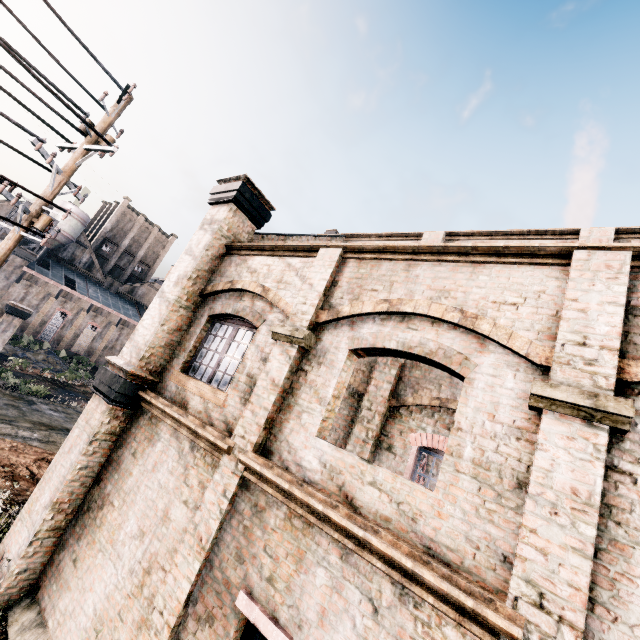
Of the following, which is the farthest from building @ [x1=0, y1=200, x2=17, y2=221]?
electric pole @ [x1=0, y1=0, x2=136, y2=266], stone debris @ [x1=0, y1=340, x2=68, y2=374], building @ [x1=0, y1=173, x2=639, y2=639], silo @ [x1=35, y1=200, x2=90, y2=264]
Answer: electric pole @ [x1=0, y1=0, x2=136, y2=266]

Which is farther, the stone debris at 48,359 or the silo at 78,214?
the silo at 78,214

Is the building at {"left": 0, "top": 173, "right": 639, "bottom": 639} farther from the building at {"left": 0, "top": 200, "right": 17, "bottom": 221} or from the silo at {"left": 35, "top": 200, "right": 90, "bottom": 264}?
the silo at {"left": 35, "top": 200, "right": 90, "bottom": 264}

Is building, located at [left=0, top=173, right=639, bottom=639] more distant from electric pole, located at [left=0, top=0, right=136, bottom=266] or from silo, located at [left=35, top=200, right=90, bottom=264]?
silo, located at [left=35, top=200, right=90, bottom=264]

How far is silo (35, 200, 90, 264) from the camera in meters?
53.7

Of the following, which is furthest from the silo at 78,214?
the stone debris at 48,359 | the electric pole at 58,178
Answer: the electric pole at 58,178

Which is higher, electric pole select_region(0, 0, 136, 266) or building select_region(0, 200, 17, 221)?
building select_region(0, 200, 17, 221)

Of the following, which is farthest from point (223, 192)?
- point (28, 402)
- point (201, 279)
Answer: point (28, 402)
